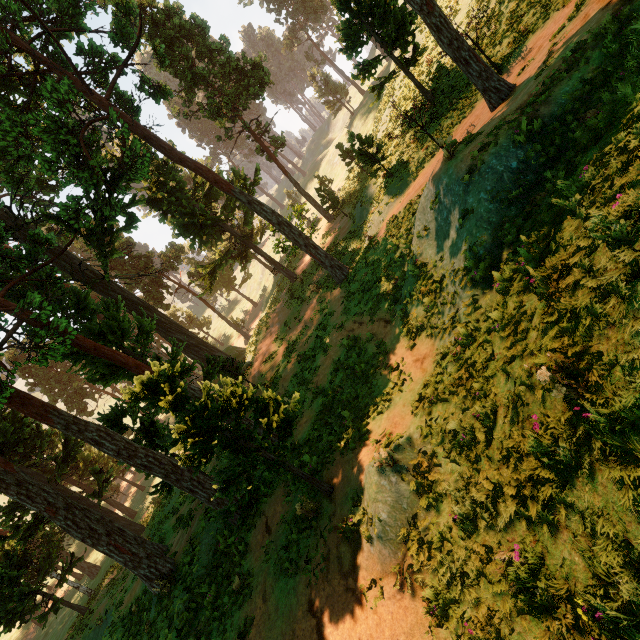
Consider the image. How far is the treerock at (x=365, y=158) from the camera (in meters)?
18.55

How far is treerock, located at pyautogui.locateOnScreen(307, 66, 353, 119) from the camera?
46.31m

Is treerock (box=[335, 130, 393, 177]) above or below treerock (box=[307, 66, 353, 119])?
below

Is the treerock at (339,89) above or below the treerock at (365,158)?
above

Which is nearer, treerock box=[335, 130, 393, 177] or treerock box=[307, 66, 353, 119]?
treerock box=[335, 130, 393, 177]

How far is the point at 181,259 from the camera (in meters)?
41.06
